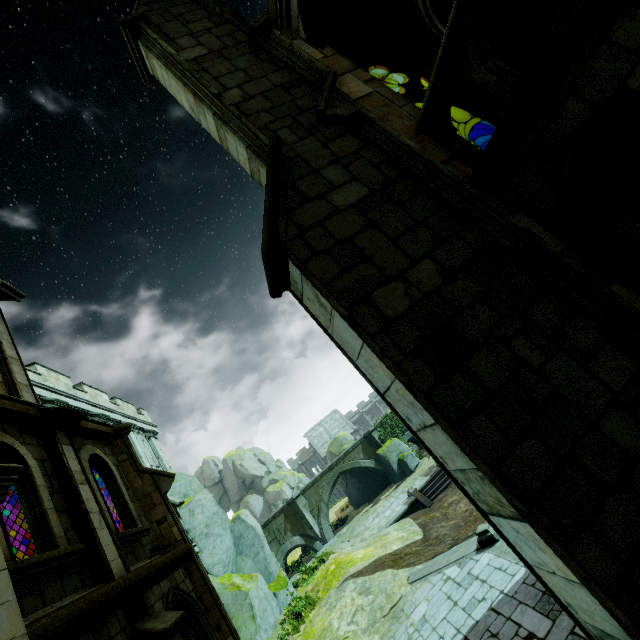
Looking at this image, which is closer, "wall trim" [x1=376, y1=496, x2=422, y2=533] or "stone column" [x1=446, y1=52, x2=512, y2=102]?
"stone column" [x1=446, y1=52, x2=512, y2=102]

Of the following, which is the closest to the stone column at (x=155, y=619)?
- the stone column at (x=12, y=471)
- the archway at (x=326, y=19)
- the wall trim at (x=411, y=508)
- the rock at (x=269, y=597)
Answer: the stone column at (x=12, y=471)

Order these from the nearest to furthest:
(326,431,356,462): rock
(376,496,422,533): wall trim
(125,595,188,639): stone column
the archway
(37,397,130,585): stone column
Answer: (125,595,188,639): stone column, (37,397,130,585): stone column, the archway, (376,496,422,533): wall trim, (326,431,356,462): rock

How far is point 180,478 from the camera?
21.5 meters

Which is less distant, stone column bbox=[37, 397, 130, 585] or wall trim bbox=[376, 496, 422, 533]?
stone column bbox=[37, 397, 130, 585]

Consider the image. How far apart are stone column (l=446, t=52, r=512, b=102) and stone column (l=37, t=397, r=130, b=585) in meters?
8.5

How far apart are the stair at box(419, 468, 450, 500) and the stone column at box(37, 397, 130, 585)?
19.81m

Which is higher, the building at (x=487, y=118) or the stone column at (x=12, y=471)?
the building at (x=487, y=118)
